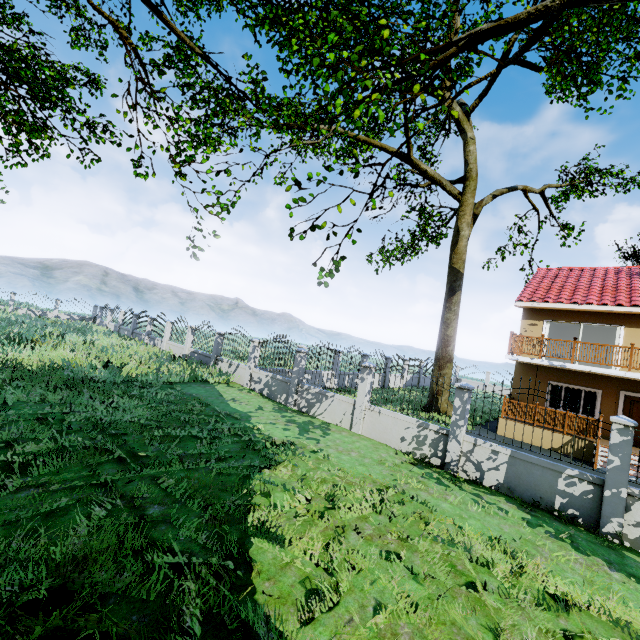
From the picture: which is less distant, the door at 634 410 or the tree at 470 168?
the tree at 470 168

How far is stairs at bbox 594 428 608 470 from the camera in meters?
12.1 m

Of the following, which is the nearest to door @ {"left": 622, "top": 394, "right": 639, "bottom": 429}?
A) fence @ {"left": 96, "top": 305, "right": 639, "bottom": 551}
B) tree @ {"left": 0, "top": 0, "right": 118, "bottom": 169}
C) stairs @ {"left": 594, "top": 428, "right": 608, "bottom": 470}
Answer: stairs @ {"left": 594, "top": 428, "right": 608, "bottom": 470}

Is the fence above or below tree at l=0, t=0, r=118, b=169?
below

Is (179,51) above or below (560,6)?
above

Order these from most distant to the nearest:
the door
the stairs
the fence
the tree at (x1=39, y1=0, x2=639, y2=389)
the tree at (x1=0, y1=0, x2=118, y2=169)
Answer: the door < the stairs < the tree at (x1=0, y1=0, x2=118, y2=169) < the fence < the tree at (x1=39, y1=0, x2=639, y2=389)

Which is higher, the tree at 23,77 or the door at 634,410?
the tree at 23,77

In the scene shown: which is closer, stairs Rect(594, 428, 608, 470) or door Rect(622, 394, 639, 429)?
stairs Rect(594, 428, 608, 470)
